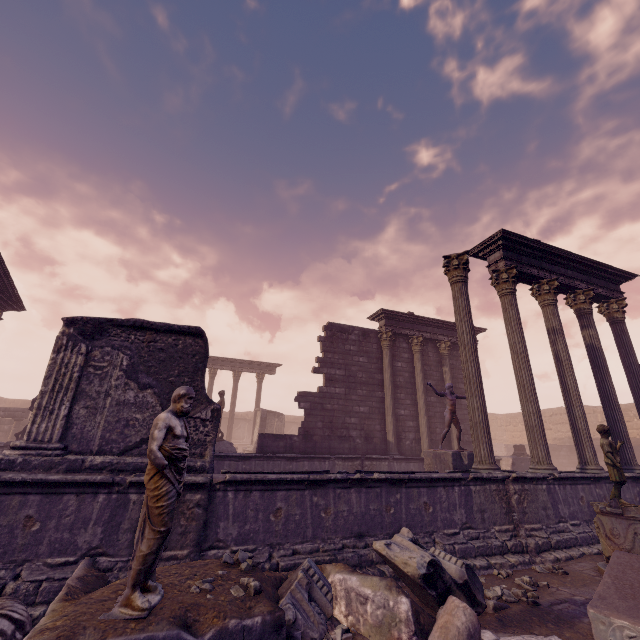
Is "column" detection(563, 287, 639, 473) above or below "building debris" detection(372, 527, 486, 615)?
above

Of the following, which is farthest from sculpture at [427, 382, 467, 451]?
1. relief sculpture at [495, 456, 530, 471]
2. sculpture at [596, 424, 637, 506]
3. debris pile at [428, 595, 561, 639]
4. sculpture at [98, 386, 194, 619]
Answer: sculpture at [98, 386, 194, 619]

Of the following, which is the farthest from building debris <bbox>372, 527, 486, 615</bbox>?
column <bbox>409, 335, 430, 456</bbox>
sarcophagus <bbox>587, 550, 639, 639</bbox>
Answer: column <bbox>409, 335, 430, 456</bbox>

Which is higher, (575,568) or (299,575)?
(299,575)

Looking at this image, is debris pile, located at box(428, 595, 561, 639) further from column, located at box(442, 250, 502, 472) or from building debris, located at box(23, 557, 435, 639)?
column, located at box(442, 250, 502, 472)

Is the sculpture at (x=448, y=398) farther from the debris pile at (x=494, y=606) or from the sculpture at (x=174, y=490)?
the sculpture at (x=174, y=490)

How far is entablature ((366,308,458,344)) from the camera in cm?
1541

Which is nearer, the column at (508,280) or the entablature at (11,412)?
the column at (508,280)
